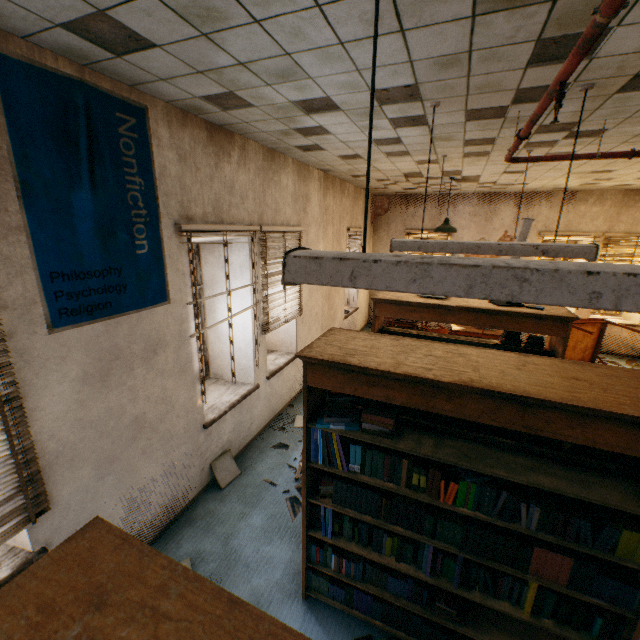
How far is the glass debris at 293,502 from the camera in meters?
3.5 m

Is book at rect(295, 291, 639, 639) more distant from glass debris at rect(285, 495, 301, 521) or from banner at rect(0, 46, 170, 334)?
banner at rect(0, 46, 170, 334)

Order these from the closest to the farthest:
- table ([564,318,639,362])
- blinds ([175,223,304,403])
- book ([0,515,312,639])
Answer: book ([0,515,312,639])
blinds ([175,223,304,403])
table ([564,318,639,362])

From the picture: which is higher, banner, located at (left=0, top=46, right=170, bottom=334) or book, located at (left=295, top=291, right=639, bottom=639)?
banner, located at (left=0, top=46, right=170, bottom=334)

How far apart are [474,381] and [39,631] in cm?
181

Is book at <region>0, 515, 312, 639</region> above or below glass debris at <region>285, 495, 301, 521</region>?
above

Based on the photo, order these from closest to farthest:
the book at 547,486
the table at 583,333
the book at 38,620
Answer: the book at 38,620 → the book at 547,486 → the table at 583,333

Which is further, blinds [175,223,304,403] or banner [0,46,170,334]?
blinds [175,223,304,403]
